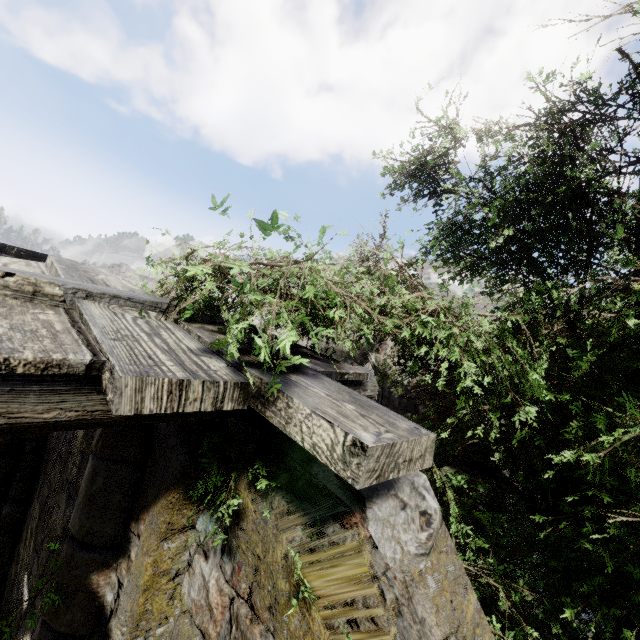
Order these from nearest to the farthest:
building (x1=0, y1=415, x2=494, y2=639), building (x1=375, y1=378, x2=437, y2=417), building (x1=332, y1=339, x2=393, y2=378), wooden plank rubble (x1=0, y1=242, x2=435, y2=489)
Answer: wooden plank rubble (x1=0, y1=242, x2=435, y2=489) → building (x1=0, y1=415, x2=494, y2=639) → building (x1=375, y1=378, x2=437, y2=417) → building (x1=332, y1=339, x2=393, y2=378)

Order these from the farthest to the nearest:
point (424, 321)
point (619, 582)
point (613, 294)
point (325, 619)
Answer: point (613, 294)
point (424, 321)
point (619, 582)
point (325, 619)

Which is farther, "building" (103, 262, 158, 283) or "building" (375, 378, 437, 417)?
"building" (103, 262, 158, 283)

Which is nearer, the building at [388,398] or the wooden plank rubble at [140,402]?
the wooden plank rubble at [140,402]

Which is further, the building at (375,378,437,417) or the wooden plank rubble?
the building at (375,378,437,417)

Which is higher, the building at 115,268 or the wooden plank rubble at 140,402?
the building at 115,268

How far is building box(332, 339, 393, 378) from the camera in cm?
1171
